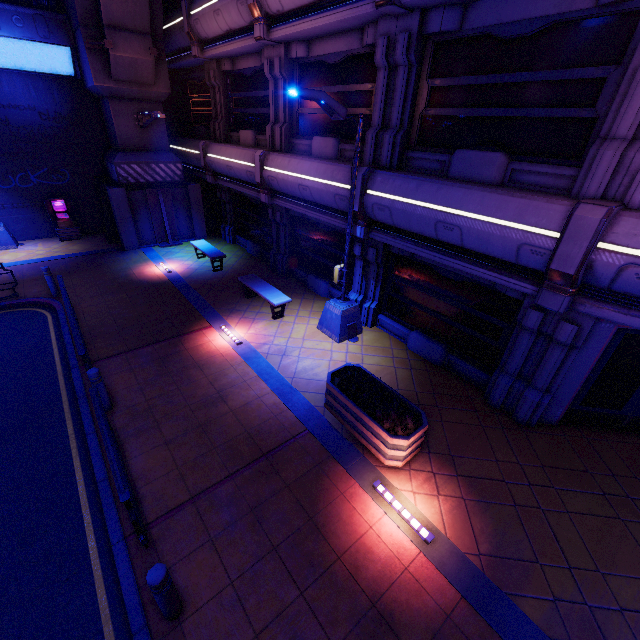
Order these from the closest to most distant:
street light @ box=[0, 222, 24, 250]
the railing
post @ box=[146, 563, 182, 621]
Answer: post @ box=[146, 563, 182, 621], the railing, street light @ box=[0, 222, 24, 250]

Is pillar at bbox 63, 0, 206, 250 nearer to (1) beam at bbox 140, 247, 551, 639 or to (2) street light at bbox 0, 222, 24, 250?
(1) beam at bbox 140, 247, 551, 639

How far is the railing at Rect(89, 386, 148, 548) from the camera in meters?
4.2

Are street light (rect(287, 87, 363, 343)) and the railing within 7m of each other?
yes

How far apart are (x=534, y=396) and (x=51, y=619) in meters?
8.9

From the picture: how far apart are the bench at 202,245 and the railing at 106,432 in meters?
8.1 m

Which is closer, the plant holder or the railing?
the railing

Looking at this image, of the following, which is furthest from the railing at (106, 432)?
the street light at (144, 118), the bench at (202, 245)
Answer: the street light at (144, 118)
